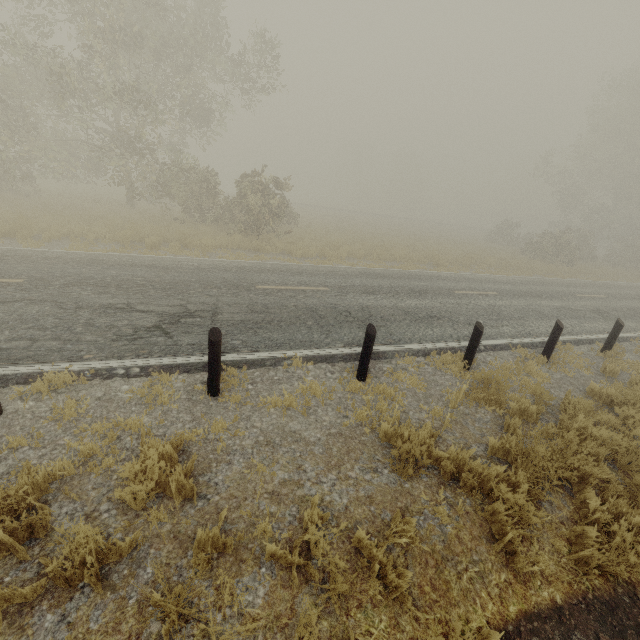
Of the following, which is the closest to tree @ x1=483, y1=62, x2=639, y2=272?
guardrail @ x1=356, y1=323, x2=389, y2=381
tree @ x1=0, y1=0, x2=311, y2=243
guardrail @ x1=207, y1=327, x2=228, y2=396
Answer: tree @ x1=0, y1=0, x2=311, y2=243

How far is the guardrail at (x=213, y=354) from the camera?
4.5 meters

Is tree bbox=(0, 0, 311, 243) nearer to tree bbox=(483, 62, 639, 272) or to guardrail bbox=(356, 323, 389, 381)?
guardrail bbox=(356, 323, 389, 381)

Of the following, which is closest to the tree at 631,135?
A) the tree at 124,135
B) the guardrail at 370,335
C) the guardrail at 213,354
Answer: the tree at 124,135

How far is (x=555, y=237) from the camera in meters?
25.6

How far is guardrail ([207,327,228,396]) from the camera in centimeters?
448cm

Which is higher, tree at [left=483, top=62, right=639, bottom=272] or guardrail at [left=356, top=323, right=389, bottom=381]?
tree at [left=483, top=62, right=639, bottom=272]

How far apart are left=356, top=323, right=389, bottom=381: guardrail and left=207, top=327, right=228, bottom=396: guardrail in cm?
224
